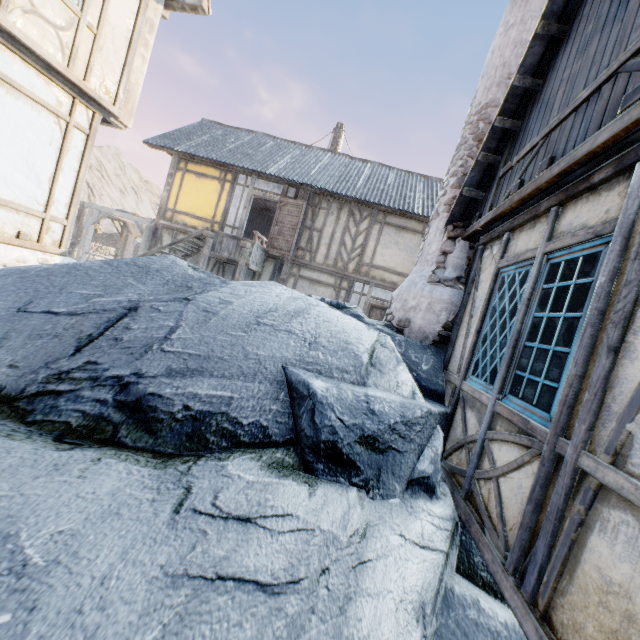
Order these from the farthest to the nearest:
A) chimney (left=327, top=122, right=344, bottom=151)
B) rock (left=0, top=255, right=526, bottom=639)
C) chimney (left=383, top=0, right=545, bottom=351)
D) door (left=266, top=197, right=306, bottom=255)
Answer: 1. chimney (left=327, top=122, right=344, bottom=151)
2. door (left=266, top=197, right=306, bottom=255)
3. chimney (left=383, top=0, right=545, bottom=351)
4. rock (left=0, top=255, right=526, bottom=639)

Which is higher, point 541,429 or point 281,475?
point 541,429

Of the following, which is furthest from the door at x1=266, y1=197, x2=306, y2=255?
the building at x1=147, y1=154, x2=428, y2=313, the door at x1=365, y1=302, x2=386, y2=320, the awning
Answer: the awning

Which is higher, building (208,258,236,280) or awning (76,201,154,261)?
awning (76,201,154,261)

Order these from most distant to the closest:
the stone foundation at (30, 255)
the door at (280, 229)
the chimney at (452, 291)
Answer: the door at (280, 229)
the stone foundation at (30, 255)
the chimney at (452, 291)

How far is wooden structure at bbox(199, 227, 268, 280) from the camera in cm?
1130

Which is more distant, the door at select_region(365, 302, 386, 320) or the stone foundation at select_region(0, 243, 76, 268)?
the door at select_region(365, 302, 386, 320)

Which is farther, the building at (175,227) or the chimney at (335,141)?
the chimney at (335,141)
